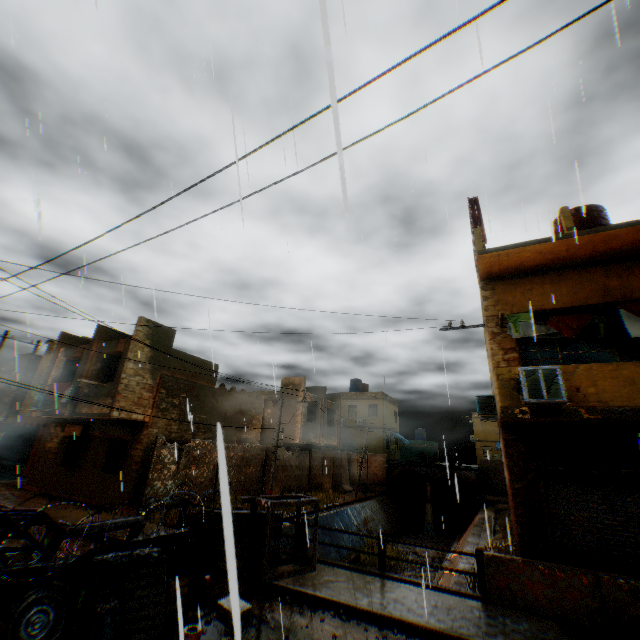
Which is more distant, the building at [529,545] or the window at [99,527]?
the building at [529,545]

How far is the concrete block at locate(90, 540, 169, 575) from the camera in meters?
5.5 m

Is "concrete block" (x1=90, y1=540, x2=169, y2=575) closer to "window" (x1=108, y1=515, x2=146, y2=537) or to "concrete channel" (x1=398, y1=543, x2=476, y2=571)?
"window" (x1=108, y1=515, x2=146, y2=537)

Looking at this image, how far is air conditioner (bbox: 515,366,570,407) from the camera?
7.1 meters

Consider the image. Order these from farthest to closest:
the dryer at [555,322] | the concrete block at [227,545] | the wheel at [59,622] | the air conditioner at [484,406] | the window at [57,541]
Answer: the air conditioner at [484,406], the dryer at [555,322], the window at [57,541], the wheel at [59,622], the concrete block at [227,545]

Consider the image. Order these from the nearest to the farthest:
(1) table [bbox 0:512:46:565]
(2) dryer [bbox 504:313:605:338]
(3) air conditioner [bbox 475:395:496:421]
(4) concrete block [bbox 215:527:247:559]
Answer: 1. (4) concrete block [bbox 215:527:247:559]
2. (1) table [bbox 0:512:46:565]
3. (2) dryer [bbox 504:313:605:338]
4. (3) air conditioner [bbox 475:395:496:421]

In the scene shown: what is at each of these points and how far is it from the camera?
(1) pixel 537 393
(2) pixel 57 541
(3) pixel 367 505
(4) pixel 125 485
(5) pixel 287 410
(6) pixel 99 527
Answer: (1) air conditioner, 7.27m
(2) window, 5.59m
(3) concrete channel, 25.52m
(4) building, 15.02m
(5) building, 24.89m
(6) window, 6.13m

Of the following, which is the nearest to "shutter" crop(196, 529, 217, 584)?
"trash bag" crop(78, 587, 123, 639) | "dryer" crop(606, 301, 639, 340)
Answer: "trash bag" crop(78, 587, 123, 639)
